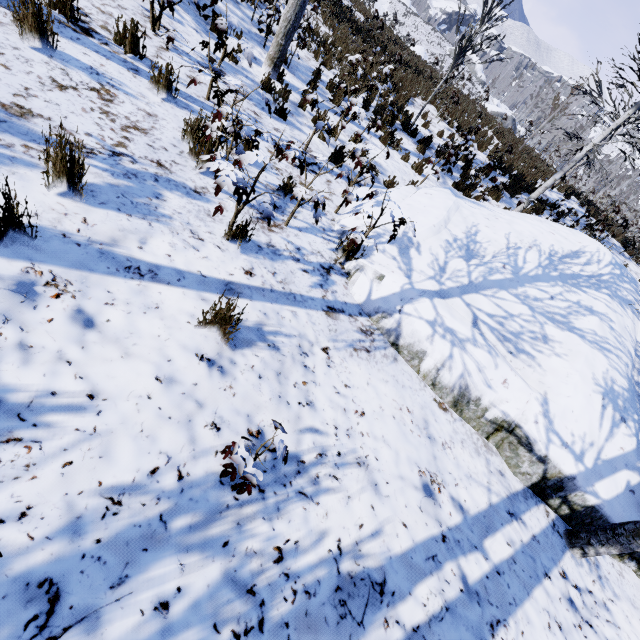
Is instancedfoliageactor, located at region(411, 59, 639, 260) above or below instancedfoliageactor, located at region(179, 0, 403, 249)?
above

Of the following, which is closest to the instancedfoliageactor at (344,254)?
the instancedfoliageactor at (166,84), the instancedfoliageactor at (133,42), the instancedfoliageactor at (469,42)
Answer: the instancedfoliageactor at (469,42)

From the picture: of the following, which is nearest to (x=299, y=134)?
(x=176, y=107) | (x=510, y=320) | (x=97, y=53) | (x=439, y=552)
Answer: (x=176, y=107)

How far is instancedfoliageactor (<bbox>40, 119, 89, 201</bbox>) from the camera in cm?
205

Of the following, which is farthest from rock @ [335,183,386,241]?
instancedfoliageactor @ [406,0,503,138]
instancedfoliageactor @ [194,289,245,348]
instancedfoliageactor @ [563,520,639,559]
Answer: instancedfoliageactor @ [406,0,503,138]

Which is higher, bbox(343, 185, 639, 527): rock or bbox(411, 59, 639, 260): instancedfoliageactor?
bbox(411, 59, 639, 260): instancedfoliageactor

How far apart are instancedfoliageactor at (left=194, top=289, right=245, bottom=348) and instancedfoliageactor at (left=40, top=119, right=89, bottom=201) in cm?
120

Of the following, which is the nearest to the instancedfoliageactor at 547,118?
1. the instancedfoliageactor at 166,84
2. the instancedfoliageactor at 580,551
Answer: the instancedfoliageactor at 166,84
